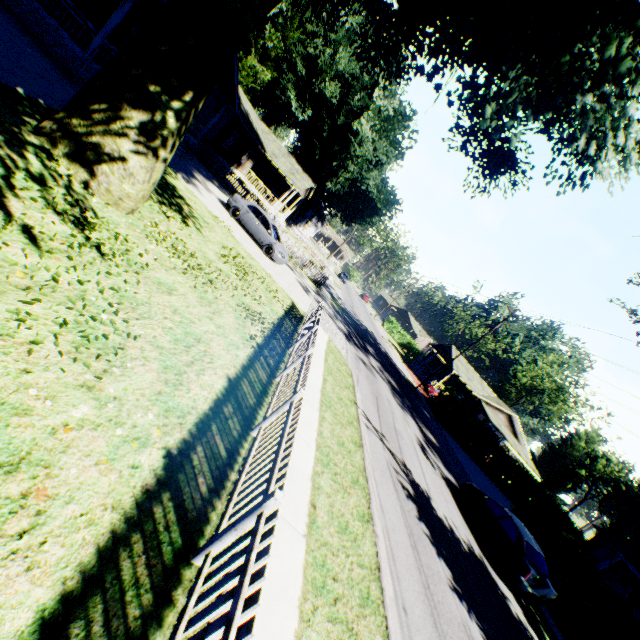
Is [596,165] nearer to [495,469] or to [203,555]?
[203,555]

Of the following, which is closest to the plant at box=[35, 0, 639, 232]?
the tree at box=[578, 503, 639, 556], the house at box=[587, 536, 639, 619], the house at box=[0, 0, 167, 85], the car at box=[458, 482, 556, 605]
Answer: the house at box=[0, 0, 167, 85]

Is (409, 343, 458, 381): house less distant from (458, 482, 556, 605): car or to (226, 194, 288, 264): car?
(458, 482, 556, 605): car

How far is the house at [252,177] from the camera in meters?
21.6 m

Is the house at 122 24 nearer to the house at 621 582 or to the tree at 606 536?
the tree at 606 536

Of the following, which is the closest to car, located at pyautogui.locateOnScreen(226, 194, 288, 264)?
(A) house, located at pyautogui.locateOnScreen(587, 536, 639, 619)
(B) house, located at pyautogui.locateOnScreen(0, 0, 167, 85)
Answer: (B) house, located at pyautogui.locateOnScreen(0, 0, 167, 85)

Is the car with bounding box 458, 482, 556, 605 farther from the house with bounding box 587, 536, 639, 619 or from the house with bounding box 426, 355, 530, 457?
the house with bounding box 426, 355, 530, 457

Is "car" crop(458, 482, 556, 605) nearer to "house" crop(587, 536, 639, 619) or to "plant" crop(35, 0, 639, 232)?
"plant" crop(35, 0, 639, 232)
